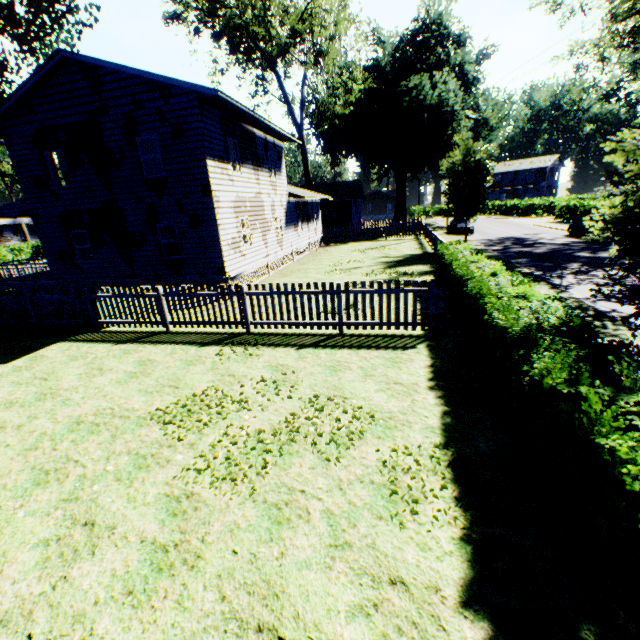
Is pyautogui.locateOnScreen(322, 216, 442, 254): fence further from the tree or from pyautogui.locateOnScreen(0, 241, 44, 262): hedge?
the tree

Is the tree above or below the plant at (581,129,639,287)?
above

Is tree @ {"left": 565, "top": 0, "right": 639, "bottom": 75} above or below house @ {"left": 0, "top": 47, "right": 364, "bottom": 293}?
above

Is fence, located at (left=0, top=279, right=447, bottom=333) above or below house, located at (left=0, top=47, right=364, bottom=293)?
below

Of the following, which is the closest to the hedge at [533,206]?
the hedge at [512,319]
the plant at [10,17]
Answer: the plant at [10,17]

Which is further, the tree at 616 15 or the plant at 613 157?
the tree at 616 15

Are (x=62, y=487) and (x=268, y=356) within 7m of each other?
yes

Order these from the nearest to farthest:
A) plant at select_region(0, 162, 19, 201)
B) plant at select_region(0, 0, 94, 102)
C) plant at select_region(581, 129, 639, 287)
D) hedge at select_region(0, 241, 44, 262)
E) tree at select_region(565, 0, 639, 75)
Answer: plant at select_region(581, 129, 639, 287) < plant at select_region(0, 0, 94, 102) < tree at select_region(565, 0, 639, 75) < hedge at select_region(0, 241, 44, 262) < plant at select_region(0, 162, 19, 201)
